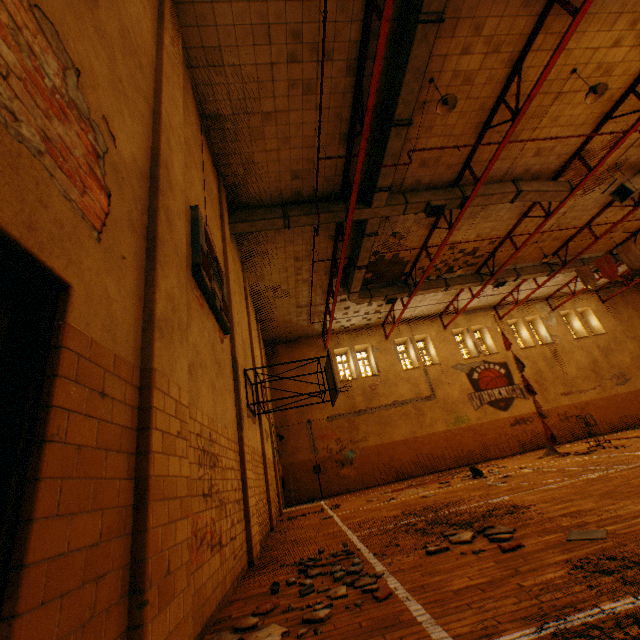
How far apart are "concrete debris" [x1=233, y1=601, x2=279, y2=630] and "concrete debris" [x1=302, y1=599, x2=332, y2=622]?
0.6 meters

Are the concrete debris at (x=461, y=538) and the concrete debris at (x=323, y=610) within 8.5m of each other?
→ yes

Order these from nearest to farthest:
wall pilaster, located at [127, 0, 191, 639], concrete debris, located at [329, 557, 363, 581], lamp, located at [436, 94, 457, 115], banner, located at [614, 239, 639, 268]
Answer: wall pilaster, located at [127, 0, 191, 639] → concrete debris, located at [329, 557, 363, 581] → lamp, located at [436, 94, 457, 115] → banner, located at [614, 239, 639, 268]

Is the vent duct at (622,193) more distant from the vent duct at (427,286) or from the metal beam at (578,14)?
the metal beam at (578,14)

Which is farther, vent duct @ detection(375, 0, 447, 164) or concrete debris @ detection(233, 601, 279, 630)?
vent duct @ detection(375, 0, 447, 164)

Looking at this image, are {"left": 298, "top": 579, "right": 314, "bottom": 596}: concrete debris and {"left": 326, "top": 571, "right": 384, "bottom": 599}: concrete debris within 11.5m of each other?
yes

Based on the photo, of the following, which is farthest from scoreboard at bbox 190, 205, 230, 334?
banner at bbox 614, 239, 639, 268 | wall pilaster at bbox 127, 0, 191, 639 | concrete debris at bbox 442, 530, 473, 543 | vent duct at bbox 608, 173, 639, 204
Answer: banner at bbox 614, 239, 639, 268

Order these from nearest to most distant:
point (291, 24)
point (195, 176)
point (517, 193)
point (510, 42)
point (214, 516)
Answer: point (214, 516)
point (195, 176)
point (291, 24)
point (510, 42)
point (517, 193)
